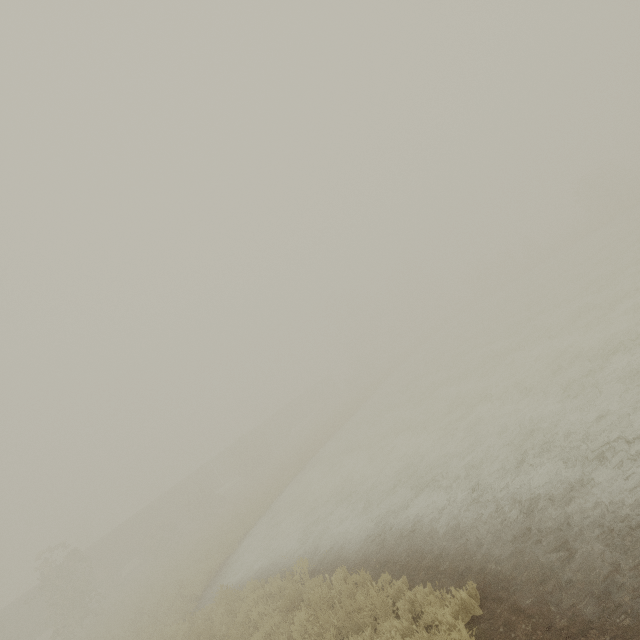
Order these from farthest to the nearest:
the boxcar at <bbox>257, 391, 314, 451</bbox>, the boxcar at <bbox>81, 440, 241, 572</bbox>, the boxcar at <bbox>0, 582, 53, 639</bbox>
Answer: the boxcar at <bbox>257, 391, 314, 451</bbox>
the boxcar at <bbox>81, 440, 241, 572</bbox>
the boxcar at <bbox>0, 582, 53, 639</bbox>

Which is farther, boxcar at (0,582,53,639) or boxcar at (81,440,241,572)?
boxcar at (81,440,241,572)

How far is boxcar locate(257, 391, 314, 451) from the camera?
50.7 meters

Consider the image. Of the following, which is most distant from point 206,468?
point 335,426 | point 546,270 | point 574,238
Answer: point 574,238

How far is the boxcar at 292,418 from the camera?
50.7 meters

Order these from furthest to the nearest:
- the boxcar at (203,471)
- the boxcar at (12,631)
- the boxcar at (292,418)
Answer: the boxcar at (292,418)
the boxcar at (203,471)
the boxcar at (12,631)
